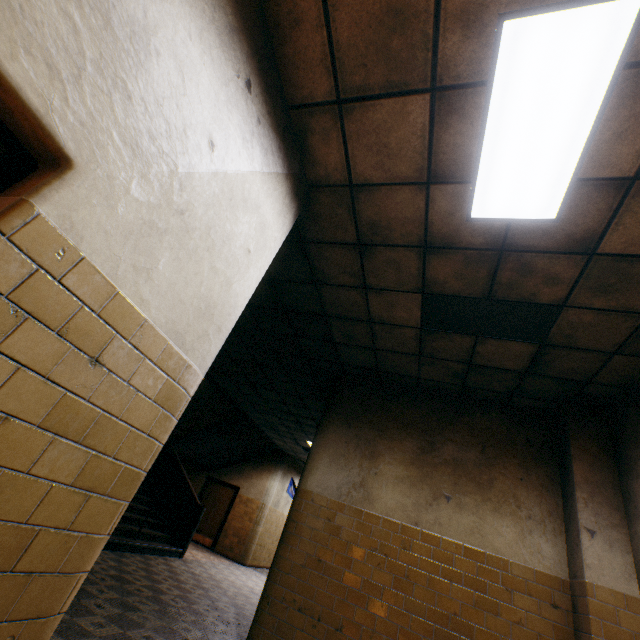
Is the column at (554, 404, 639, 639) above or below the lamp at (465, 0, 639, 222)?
below

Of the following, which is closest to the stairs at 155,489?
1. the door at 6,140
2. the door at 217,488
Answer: the door at 217,488

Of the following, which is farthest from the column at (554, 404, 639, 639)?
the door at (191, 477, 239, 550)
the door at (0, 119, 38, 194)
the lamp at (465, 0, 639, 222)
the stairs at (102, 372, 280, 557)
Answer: the door at (191, 477, 239, 550)

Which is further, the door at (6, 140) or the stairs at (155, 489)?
the stairs at (155, 489)

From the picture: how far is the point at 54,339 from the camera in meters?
1.2 m

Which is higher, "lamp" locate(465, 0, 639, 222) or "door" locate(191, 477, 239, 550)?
"lamp" locate(465, 0, 639, 222)

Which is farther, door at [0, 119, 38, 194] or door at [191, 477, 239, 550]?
door at [191, 477, 239, 550]

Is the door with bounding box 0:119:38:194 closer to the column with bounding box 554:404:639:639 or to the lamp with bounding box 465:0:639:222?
the lamp with bounding box 465:0:639:222
